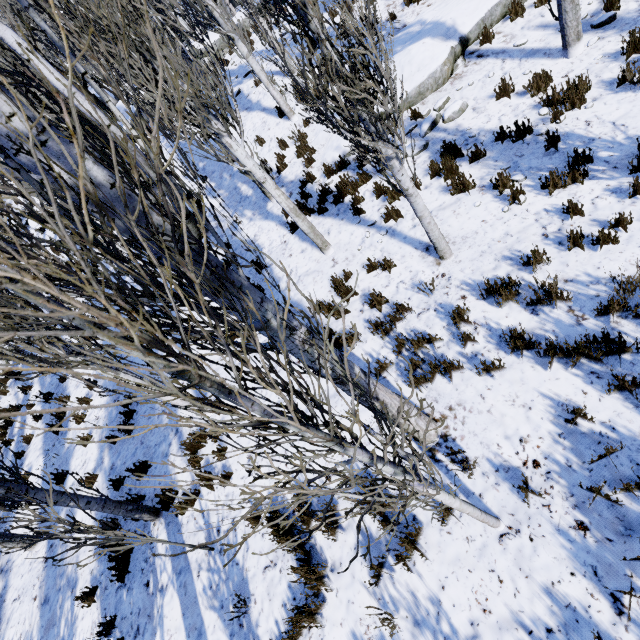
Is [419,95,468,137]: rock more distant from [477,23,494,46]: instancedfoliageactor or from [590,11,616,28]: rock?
[590,11,616,28]: rock

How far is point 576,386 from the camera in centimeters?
360cm

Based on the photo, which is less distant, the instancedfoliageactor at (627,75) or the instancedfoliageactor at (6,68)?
the instancedfoliageactor at (6,68)

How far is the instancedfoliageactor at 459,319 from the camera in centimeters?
439cm

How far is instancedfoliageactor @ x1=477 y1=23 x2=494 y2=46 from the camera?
7.4m

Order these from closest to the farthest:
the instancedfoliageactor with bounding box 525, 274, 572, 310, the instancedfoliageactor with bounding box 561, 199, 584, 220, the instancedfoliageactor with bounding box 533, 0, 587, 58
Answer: the instancedfoliageactor with bounding box 525, 274, 572, 310
the instancedfoliageactor with bounding box 561, 199, 584, 220
the instancedfoliageactor with bounding box 533, 0, 587, 58

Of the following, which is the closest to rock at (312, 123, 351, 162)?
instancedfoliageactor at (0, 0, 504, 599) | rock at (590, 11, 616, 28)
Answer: instancedfoliageactor at (0, 0, 504, 599)
